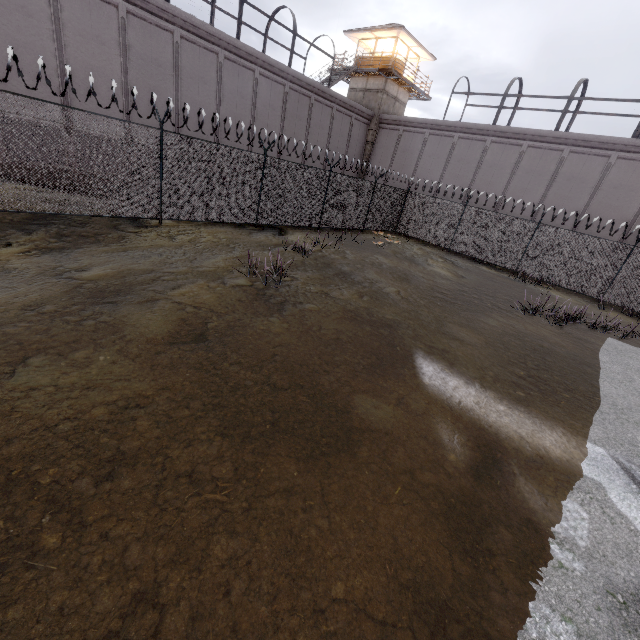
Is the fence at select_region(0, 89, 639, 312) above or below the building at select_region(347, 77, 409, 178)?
below

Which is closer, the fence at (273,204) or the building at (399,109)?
the fence at (273,204)

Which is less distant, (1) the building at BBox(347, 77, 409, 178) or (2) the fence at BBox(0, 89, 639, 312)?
(2) the fence at BBox(0, 89, 639, 312)

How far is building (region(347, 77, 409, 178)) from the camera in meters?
27.7 m

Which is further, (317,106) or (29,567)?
(317,106)

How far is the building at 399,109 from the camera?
27.7 meters
